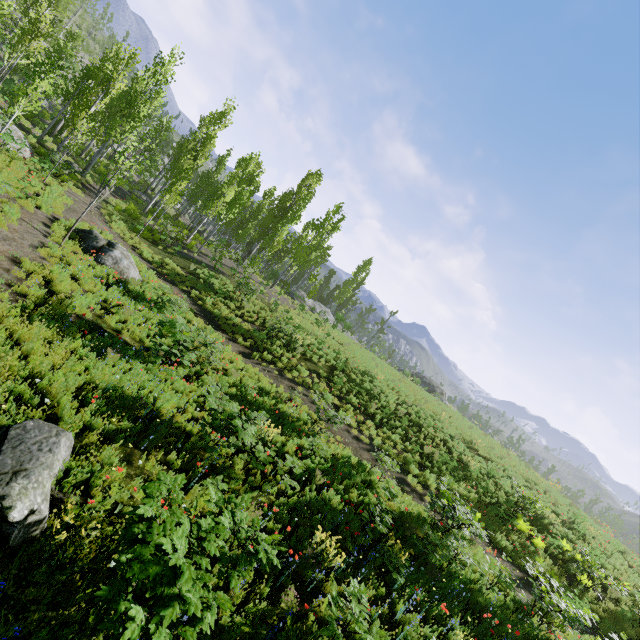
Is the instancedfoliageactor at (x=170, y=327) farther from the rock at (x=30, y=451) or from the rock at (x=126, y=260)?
the rock at (x=126, y=260)

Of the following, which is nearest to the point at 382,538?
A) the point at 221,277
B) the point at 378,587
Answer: the point at 378,587

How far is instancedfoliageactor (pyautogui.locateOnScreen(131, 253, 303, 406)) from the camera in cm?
896

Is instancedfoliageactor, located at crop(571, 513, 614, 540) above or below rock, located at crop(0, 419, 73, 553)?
above

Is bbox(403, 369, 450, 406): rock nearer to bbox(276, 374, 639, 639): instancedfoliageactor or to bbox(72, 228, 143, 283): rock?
bbox(276, 374, 639, 639): instancedfoliageactor

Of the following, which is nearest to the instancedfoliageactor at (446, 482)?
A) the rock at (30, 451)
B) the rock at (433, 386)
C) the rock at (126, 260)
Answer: the rock at (433, 386)

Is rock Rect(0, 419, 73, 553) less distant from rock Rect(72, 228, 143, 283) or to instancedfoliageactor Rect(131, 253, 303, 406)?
instancedfoliageactor Rect(131, 253, 303, 406)
